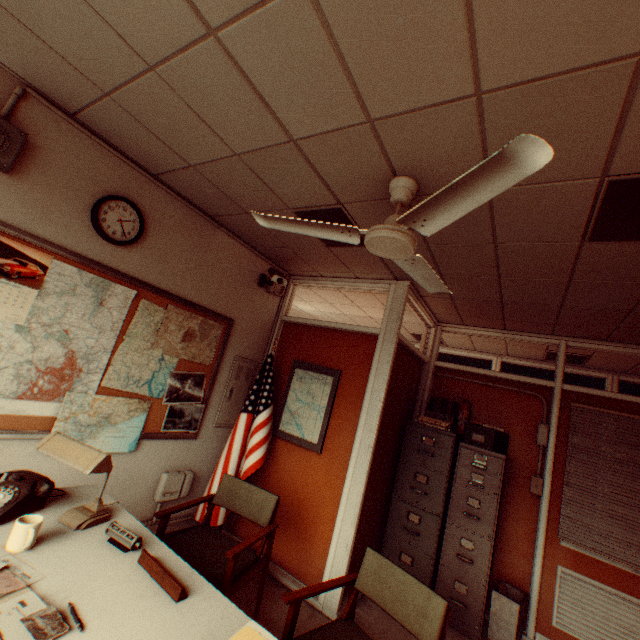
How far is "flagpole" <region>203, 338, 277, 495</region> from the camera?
3.7 meters

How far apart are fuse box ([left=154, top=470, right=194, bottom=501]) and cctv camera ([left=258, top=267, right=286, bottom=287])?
2.4m

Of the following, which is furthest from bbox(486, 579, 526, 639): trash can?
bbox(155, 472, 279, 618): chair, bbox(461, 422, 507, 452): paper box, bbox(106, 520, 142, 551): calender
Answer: bbox(106, 520, 142, 551): calender

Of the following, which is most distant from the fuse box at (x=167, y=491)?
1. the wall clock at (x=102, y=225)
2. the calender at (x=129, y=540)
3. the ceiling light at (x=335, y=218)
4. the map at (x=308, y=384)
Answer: the ceiling light at (x=335, y=218)

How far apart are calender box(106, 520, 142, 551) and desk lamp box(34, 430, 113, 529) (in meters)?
0.14

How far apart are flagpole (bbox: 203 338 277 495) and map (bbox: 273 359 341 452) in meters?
0.1

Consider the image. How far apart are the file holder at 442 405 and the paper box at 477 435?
0.3 meters

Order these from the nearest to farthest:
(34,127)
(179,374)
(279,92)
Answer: (279,92) < (34,127) < (179,374)
